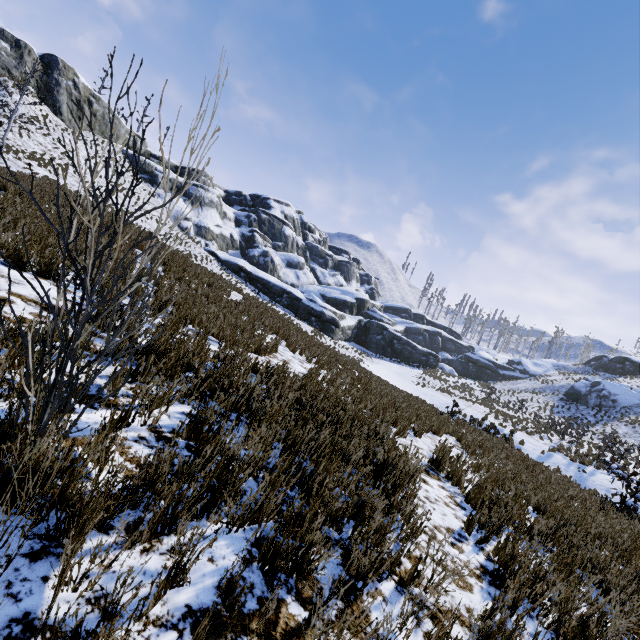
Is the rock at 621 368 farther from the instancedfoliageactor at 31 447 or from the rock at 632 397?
the instancedfoliageactor at 31 447

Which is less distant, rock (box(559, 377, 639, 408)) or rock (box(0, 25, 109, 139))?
rock (box(0, 25, 109, 139))

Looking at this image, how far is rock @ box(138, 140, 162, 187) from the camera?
39.2 meters

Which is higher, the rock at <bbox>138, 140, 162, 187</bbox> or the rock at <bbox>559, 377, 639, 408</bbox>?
the rock at <bbox>138, 140, 162, 187</bbox>

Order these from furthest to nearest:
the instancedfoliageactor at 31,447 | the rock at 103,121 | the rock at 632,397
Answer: the rock at 632,397
the rock at 103,121
the instancedfoliageactor at 31,447

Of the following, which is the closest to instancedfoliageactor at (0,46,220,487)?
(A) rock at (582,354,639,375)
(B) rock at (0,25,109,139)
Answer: (B) rock at (0,25,109,139)

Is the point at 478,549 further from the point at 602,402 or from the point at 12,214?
the point at 602,402

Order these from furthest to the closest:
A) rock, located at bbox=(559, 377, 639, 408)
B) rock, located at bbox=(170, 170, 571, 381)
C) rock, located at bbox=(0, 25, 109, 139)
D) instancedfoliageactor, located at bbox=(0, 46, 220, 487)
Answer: rock, located at bbox=(170, 170, 571, 381), rock, located at bbox=(559, 377, 639, 408), rock, located at bbox=(0, 25, 109, 139), instancedfoliageactor, located at bbox=(0, 46, 220, 487)
